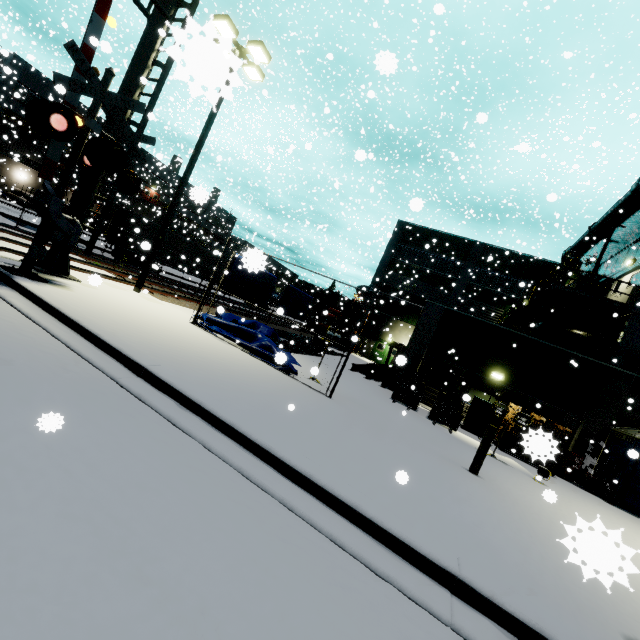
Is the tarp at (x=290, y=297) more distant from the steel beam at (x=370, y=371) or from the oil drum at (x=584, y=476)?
the oil drum at (x=584, y=476)

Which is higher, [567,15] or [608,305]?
[567,15]

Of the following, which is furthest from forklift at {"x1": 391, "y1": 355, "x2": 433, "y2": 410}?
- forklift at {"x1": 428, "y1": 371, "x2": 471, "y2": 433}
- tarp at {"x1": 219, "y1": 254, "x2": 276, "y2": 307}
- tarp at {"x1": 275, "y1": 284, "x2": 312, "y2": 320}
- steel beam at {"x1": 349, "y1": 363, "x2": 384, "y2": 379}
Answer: tarp at {"x1": 275, "y1": 284, "x2": 312, "y2": 320}

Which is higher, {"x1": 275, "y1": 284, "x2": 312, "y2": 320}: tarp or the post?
{"x1": 275, "y1": 284, "x2": 312, "y2": 320}: tarp

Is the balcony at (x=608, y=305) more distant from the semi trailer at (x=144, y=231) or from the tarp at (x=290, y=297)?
the semi trailer at (x=144, y=231)

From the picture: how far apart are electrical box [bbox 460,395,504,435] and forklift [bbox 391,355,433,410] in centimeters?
200cm

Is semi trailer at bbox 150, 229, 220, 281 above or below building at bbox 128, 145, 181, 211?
below
